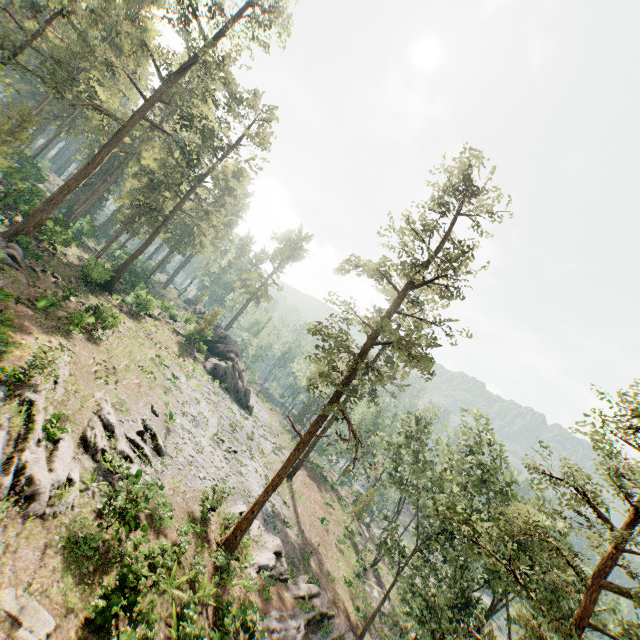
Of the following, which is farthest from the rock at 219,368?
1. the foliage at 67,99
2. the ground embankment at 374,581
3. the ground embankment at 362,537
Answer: the ground embankment at 374,581

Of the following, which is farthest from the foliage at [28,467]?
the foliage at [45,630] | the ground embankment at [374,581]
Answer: the foliage at [45,630]

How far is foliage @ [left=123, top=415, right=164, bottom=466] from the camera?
19.09m

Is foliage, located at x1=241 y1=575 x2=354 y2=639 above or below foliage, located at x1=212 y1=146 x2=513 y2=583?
below

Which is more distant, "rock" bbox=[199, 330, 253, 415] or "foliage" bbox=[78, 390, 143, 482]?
"rock" bbox=[199, 330, 253, 415]

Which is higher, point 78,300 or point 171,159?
point 171,159

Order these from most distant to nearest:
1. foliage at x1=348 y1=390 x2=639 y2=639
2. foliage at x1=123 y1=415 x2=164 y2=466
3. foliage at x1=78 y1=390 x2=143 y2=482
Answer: foliage at x1=123 y1=415 x2=164 y2=466 → foliage at x1=78 y1=390 x2=143 y2=482 → foliage at x1=348 y1=390 x2=639 y2=639

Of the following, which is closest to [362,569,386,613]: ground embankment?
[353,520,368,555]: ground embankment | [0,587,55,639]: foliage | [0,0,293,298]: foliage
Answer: [0,0,293,298]: foliage
